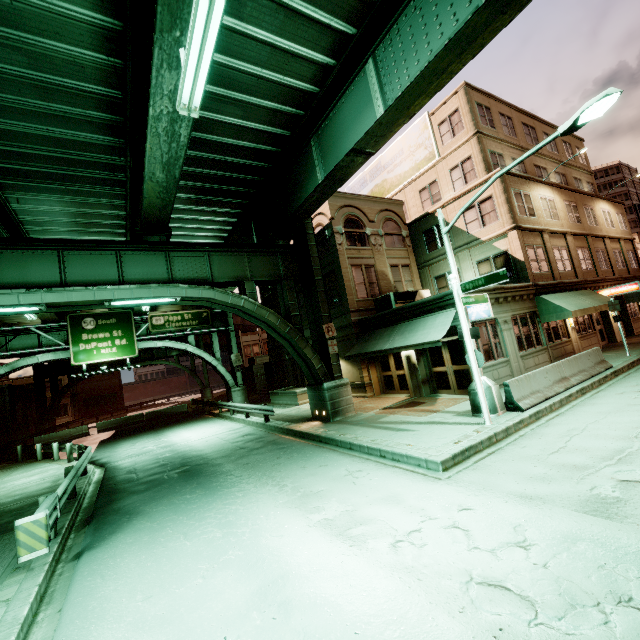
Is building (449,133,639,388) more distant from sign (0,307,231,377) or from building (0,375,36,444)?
building (0,375,36,444)

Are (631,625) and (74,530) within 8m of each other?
no

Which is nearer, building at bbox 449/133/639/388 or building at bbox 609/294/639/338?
building at bbox 449/133/639/388

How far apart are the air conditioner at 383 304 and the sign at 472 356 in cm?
743

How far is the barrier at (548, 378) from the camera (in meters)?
10.66

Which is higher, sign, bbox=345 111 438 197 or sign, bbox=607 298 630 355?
sign, bbox=345 111 438 197

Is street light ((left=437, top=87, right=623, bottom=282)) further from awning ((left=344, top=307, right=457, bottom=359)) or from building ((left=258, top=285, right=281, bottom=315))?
building ((left=258, top=285, right=281, bottom=315))

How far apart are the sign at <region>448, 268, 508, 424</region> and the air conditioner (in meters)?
7.43
